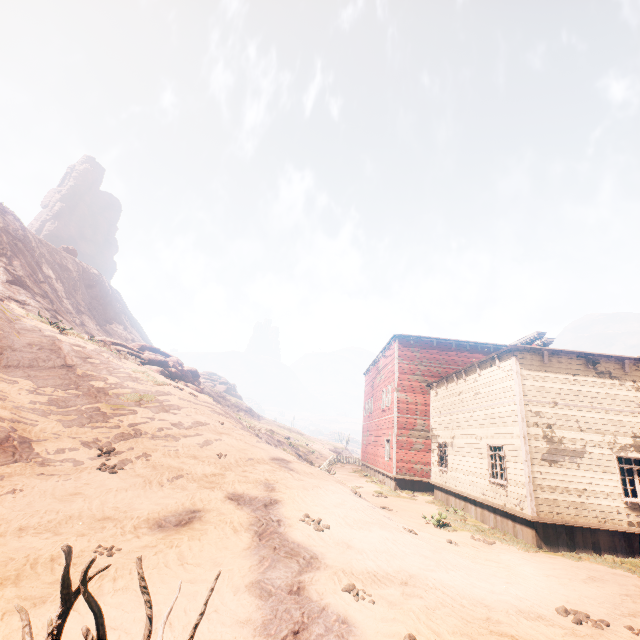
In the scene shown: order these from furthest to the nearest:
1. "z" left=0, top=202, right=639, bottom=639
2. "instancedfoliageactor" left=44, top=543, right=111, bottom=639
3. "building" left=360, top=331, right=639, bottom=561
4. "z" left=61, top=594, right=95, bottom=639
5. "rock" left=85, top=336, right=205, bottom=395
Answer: "rock" left=85, top=336, right=205, bottom=395 < "building" left=360, top=331, right=639, bottom=561 < "z" left=0, top=202, right=639, bottom=639 < "z" left=61, top=594, right=95, bottom=639 < "instancedfoliageactor" left=44, top=543, right=111, bottom=639

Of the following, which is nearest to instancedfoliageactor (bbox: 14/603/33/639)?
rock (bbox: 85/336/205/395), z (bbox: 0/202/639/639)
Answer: z (bbox: 0/202/639/639)

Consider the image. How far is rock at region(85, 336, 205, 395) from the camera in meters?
Result: 21.2

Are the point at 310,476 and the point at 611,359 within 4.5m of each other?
no

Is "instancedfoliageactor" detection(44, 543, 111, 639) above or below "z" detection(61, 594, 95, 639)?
above

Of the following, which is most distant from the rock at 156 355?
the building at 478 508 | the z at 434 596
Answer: the building at 478 508

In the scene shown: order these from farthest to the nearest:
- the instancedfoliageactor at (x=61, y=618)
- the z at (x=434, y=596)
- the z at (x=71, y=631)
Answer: the z at (x=434, y=596)
the z at (x=71, y=631)
the instancedfoliageactor at (x=61, y=618)

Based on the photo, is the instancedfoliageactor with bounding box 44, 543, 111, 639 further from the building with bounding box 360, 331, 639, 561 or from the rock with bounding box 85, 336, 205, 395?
the rock with bounding box 85, 336, 205, 395
